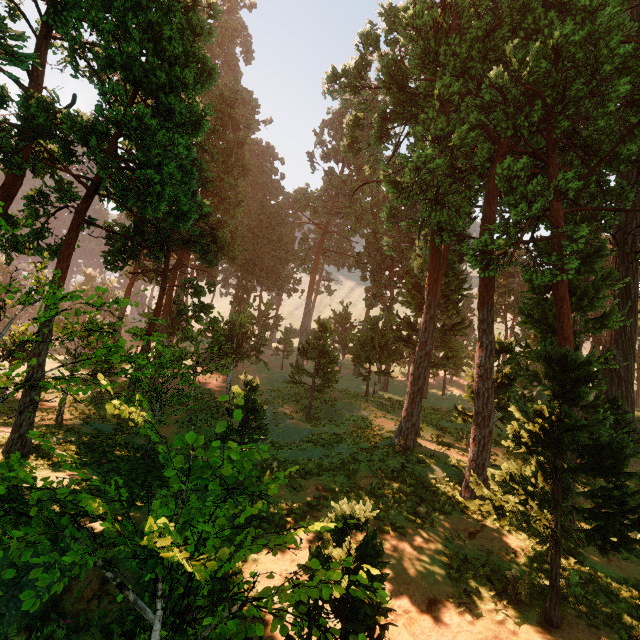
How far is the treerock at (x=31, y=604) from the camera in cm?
204

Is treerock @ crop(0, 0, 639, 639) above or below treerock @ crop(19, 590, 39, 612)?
below

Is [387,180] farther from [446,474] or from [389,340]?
[389,340]

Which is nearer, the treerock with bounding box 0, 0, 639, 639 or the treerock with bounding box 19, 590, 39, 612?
the treerock with bounding box 19, 590, 39, 612

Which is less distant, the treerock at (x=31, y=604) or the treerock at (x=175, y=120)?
the treerock at (x=31, y=604)

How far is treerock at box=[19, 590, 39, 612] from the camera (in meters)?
2.04
